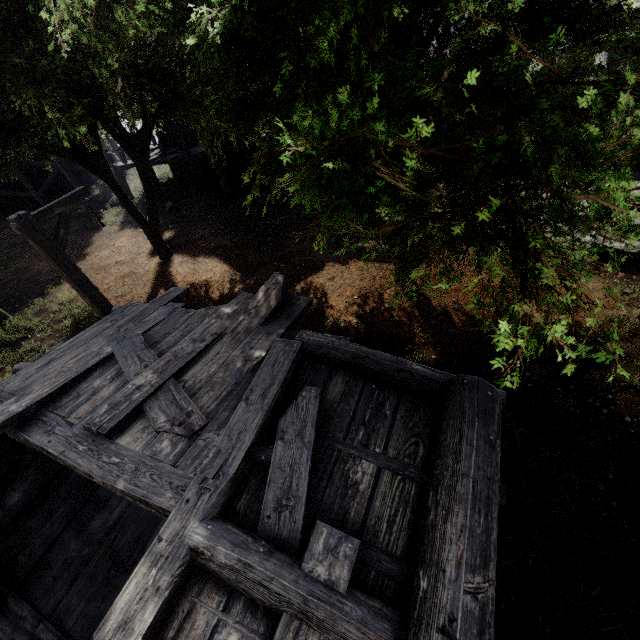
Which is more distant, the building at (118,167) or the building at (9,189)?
the building at (9,189)

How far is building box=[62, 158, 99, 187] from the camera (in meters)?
20.83

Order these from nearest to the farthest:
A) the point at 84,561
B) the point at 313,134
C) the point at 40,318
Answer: the point at 313,134 → the point at 84,561 → the point at 40,318

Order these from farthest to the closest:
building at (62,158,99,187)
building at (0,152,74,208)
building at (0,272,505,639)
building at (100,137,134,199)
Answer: building at (62,158,99,187)
building at (0,152,74,208)
building at (100,137,134,199)
building at (0,272,505,639)

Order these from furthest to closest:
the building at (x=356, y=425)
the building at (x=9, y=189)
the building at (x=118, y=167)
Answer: the building at (x=9, y=189) < the building at (x=118, y=167) < the building at (x=356, y=425)

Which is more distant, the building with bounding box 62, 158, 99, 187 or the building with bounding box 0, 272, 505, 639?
the building with bounding box 62, 158, 99, 187
